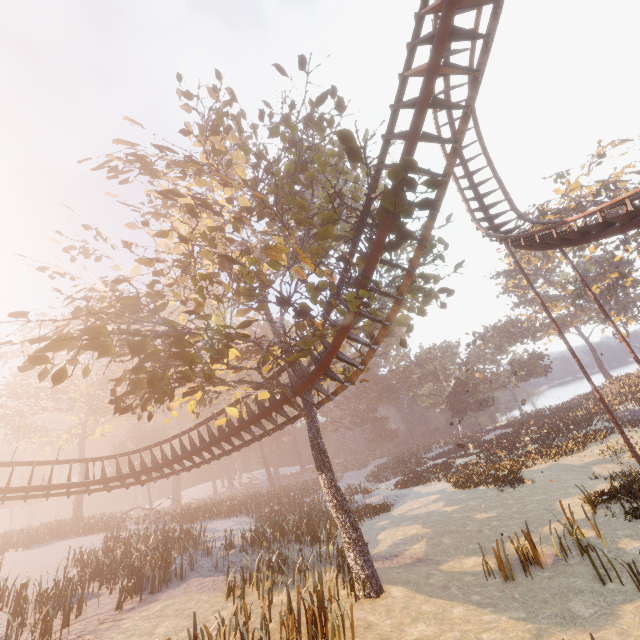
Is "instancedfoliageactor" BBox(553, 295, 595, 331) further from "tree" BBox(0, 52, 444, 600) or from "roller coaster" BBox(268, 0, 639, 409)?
"tree" BBox(0, 52, 444, 600)

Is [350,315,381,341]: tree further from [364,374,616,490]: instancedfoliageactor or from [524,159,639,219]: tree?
[524,159,639,219]: tree

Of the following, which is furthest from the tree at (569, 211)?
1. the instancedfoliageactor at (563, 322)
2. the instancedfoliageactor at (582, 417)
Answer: the instancedfoliageactor at (582, 417)

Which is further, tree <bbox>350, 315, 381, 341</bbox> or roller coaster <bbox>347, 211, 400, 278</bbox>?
tree <bbox>350, 315, 381, 341</bbox>

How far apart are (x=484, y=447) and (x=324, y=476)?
31.4m

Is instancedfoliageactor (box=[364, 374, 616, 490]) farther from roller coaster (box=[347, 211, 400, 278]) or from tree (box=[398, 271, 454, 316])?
roller coaster (box=[347, 211, 400, 278])

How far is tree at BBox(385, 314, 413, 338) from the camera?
12.8 meters

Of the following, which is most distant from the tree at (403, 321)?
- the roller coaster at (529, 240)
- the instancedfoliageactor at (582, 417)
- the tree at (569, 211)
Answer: the tree at (569, 211)
